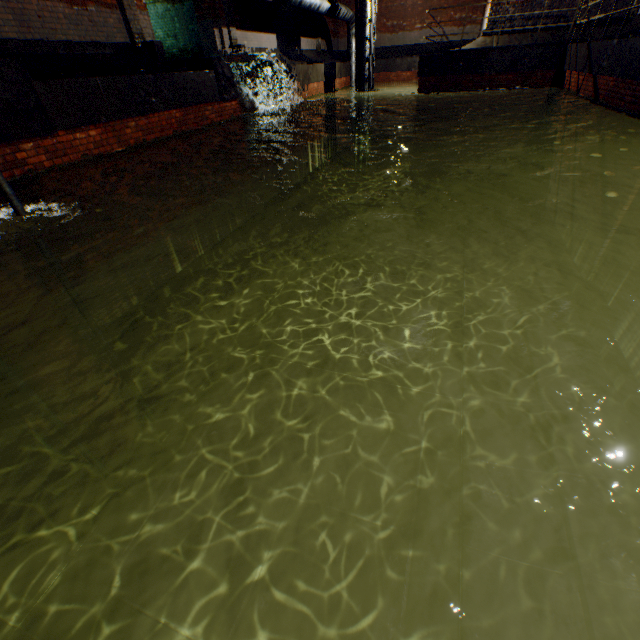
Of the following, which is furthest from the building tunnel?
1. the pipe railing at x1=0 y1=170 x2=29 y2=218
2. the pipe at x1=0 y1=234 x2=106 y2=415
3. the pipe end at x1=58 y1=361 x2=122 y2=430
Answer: the pipe end at x1=58 y1=361 x2=122 y2=430

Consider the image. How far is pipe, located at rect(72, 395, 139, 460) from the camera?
4.94m

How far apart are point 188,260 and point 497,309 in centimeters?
826cm

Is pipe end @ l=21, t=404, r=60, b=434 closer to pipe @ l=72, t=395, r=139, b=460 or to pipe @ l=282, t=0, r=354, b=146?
pipe @ l=72, t=395, r=139, b=460

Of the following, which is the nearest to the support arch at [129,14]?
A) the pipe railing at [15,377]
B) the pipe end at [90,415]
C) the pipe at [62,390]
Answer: the pipe railing at [15,377]

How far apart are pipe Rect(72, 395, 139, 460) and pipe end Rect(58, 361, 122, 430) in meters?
0.1 m

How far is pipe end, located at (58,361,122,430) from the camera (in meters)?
4.55

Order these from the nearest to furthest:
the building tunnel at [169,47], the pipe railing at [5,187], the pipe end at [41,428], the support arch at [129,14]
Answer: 1. the pipe railing at [5,187]
2. the pipe end at [41,428]
3. the support arch at [129,14]
4. the building tunnel at [169,47]
